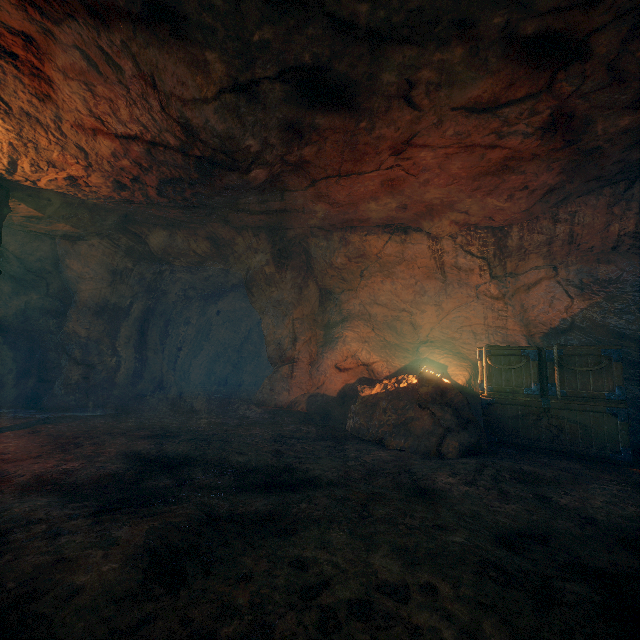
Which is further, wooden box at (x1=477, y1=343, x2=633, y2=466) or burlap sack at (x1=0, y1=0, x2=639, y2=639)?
wooden box at (x1=477, y1=343, x2=633, y2=466)

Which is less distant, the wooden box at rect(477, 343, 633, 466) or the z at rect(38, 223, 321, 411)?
the wooden box at rect(477, 343, 633, 466)

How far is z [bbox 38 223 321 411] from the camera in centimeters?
938cm

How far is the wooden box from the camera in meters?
5.0

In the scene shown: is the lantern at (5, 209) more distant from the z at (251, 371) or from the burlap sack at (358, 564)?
the z at (251, 371)

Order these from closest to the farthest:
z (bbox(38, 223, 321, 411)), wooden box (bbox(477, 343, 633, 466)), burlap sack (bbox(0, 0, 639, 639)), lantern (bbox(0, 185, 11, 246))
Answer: burlap sack (bbox(0, 0, 639, 639)) < wooden box (bbox(477, 343, 633, 466)) < lantern (bbox(0, 185, 11, 246)) < z (bbox(38, 223, 321, 411))

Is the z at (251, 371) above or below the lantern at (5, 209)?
below

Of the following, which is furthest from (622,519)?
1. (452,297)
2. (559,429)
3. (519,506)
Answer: (452,297)
